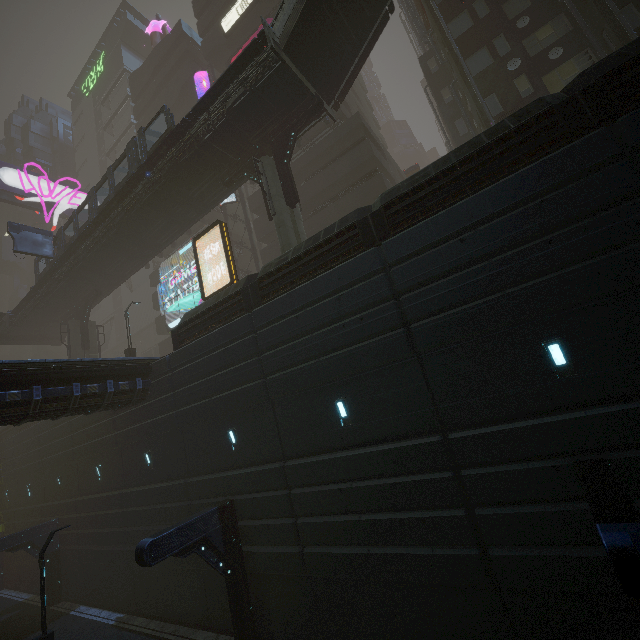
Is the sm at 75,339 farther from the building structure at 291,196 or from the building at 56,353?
the building structure at 291,196

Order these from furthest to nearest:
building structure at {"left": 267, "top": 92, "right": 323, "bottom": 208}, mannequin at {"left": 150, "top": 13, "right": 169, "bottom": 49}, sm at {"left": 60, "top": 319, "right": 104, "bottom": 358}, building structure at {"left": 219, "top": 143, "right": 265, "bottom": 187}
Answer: mannequin at {"left": 150, "top": 13, "right": 169, "bottom": 49} < sm at {"left": 60, "top": 319, "right": 104, "bottom": 358} < building structure at {"left": 219, "top": 143, "right": 265, "bottom": 187} < building structure at {"left": 267, "top": 92, "right": 323, "bottom": 208}

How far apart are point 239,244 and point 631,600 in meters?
30.7

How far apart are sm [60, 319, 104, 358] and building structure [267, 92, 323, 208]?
25.74m

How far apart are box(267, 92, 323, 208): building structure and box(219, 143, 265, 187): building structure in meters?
0.7

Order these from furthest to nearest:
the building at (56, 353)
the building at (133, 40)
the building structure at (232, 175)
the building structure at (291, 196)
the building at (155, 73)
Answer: the building at (56, 353) < the building at (133, 40) < the building at (155, 73) < the building structure at (232, 175) < the building structure at (291, 196)

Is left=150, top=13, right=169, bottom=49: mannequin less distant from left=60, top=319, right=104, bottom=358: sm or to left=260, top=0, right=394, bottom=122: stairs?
left=60, top=319, right=104, bottom=358: sm

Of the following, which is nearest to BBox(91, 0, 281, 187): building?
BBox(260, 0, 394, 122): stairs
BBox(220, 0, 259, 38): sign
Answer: BBox(220, 0, 259, 38): sign
